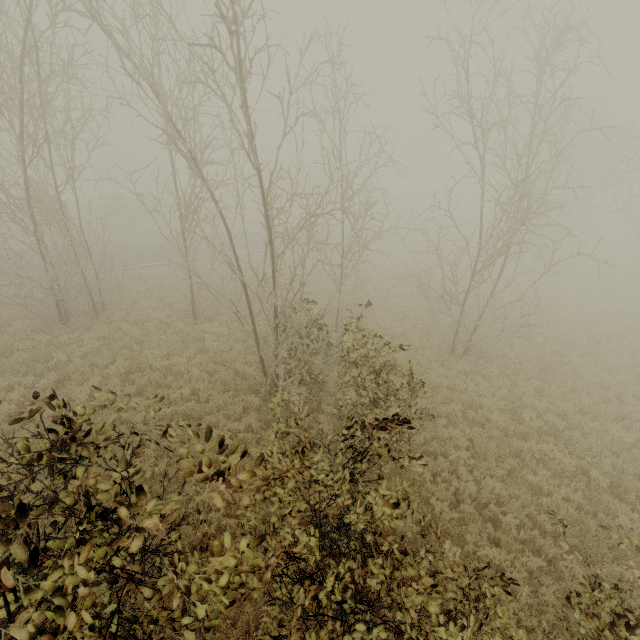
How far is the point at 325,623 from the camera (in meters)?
3.05
